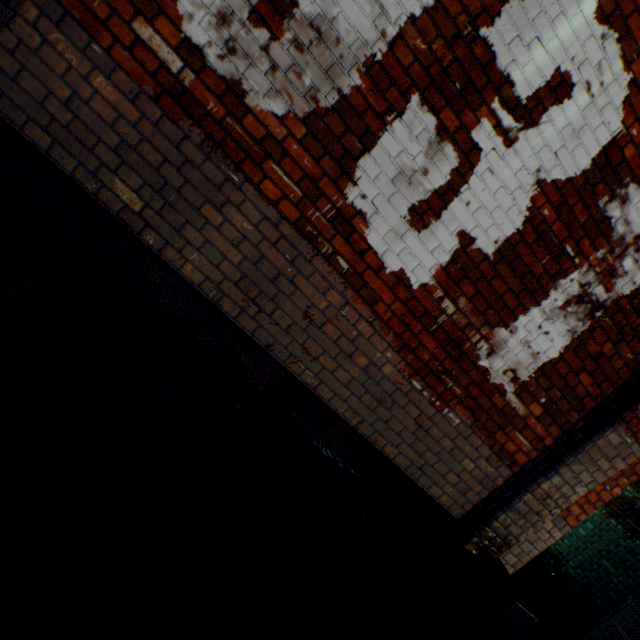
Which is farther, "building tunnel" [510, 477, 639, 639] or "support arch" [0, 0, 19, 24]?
"building tunnel" [510, 477, 639, 639]

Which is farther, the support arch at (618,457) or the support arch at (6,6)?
the support arch at (618,457)

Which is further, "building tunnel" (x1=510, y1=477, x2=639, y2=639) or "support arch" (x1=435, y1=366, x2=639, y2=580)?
"building tunnel" (x1=510, y1=477, x2=639, y2=639)

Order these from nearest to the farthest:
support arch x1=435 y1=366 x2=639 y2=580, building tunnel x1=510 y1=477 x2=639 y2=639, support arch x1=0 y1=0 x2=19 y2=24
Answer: support arch x1=0 y1=0 x2=19 y2=24, support arch x1=435 y1=366 x2=639 y2=580, building tunnel x1=510 y1=477 x2=639 y2=639

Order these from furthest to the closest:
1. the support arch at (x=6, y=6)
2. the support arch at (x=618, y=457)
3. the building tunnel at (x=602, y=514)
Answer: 1. the building tunnel at (x=602, y=514)
2. the support arch at (x=618, y=457)
3. the support arch at (x=6, y=6)

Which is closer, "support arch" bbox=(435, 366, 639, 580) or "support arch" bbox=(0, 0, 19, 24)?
"support arch" bbox=(0, 0, 19, 24)

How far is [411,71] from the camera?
1.91m
